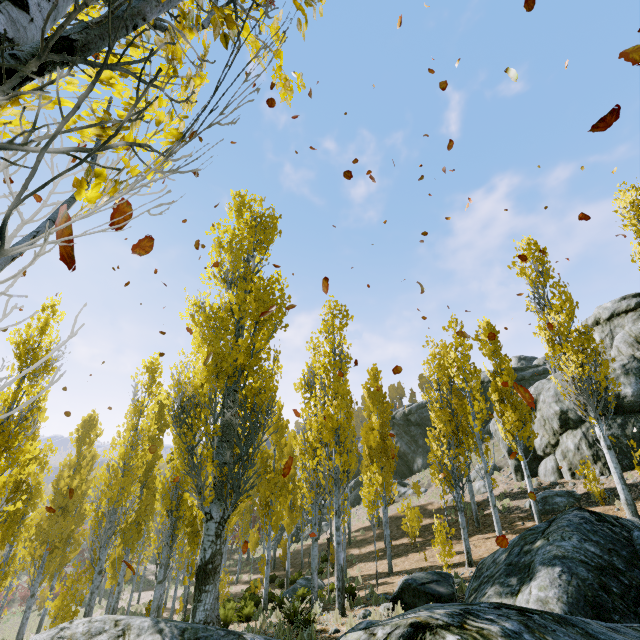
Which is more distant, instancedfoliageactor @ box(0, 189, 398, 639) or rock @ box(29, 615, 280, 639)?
instancedfoliageactor @ box(0, 189, 398, 639)

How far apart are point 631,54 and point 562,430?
22.1 meters

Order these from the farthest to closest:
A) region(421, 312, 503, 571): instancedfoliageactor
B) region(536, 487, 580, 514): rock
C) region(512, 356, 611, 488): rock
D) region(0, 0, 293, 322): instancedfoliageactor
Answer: region(512, 356, 611, 488): rock < region(536, 487, 580, 514): rock < region(421, 312, 503, 571): instancedfoliageactor < region(0, 0, 293, 322): instancedfoliageactor

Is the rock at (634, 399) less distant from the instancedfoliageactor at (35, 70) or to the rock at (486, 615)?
the instancedfoliageactor at (35, 70)

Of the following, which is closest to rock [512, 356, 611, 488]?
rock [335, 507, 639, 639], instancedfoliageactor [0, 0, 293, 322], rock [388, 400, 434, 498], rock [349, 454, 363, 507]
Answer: instancedfoliageactor [0, 0, 293, 322]

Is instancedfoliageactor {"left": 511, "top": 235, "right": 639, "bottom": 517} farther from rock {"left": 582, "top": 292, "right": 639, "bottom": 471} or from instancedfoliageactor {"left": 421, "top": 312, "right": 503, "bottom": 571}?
instancedfoliageactor {"left": 421, "top": 312, "right": 503, "bottom": 571}

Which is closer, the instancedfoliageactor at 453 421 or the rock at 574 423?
the instancedfoliageactor at 453 421
